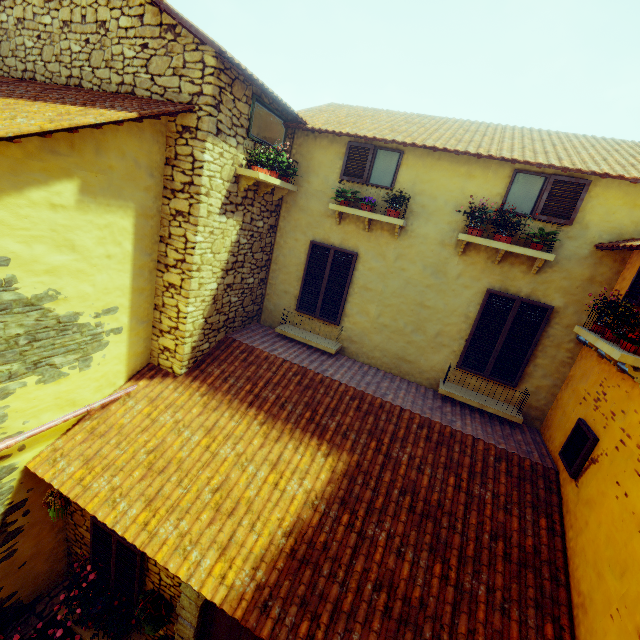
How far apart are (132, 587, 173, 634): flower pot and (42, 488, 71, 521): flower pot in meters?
1.8

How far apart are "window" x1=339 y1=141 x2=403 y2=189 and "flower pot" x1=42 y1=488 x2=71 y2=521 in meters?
7.2 m

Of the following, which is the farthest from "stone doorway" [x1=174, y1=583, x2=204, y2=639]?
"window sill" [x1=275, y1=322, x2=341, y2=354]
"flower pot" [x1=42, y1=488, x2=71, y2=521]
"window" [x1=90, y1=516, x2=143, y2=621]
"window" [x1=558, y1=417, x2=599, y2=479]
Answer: "window sill" [x1=275, y1=322, x2=341, y2=354]

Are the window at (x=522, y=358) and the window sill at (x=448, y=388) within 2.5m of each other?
yes

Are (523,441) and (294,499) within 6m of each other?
yes

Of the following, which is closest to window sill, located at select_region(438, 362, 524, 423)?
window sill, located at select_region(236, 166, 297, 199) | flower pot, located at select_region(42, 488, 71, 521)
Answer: window sill, located at select_region(236, 166, 297, 199)

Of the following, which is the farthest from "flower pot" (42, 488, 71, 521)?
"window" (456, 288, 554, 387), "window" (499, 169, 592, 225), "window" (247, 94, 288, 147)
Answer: "window" (499, 169, 592, 225)

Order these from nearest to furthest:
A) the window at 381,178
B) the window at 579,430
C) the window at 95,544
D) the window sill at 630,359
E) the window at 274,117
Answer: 1. the window sill at 630,359
2. the window at 579,430
3. the window at 95,544
4. the window at 274,117
5. the window at 381,178
